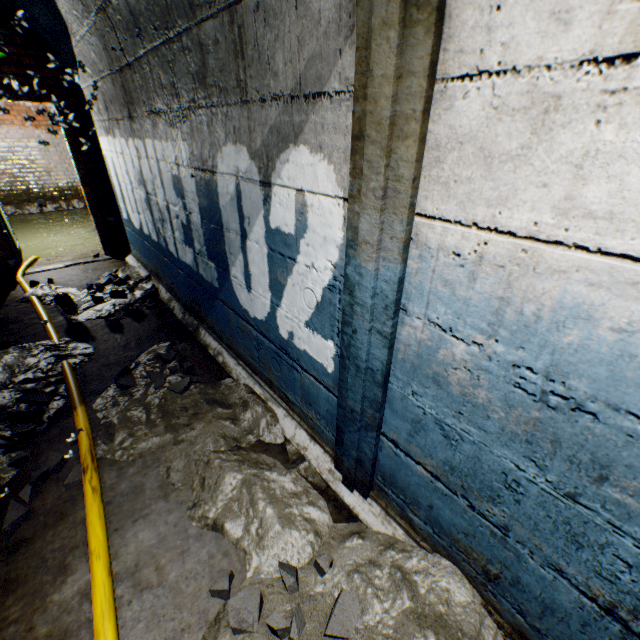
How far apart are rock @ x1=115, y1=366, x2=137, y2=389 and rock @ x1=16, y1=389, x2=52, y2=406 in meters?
0.5 m

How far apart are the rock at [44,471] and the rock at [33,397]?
0.1 meters

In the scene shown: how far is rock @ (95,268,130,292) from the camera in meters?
4.0

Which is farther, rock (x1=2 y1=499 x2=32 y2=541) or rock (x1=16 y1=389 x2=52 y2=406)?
rock (x1=16 y1=389 x2=52 y2=406)

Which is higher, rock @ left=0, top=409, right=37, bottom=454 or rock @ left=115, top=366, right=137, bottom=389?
rock @ left=115, top=366, right=137, bottom=389

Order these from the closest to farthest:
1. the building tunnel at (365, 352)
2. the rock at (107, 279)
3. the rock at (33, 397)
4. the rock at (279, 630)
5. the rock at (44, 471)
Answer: the building tunnel at (365, 352), the rock at (279, 630), the rock at (44, 471), the rock at (33, 397), the rock at (107, 279)

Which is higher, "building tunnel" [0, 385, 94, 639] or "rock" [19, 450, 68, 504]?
"rock" [19, 450, 68, 504]

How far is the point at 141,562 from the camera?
1.6m
